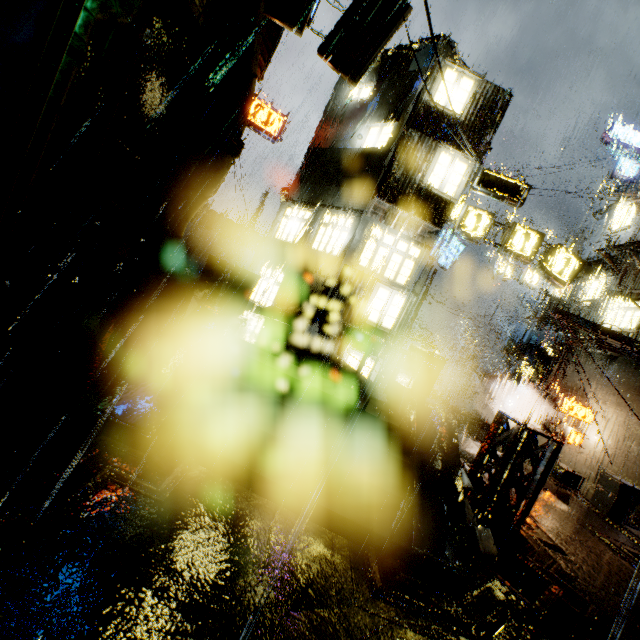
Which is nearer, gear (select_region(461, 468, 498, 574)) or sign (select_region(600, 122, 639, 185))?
gear (select_region(461, 468, 498, 574))

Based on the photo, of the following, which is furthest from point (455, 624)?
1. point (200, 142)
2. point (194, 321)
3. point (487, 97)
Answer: point (487, 97)

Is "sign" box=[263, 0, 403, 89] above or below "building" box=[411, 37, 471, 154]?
below

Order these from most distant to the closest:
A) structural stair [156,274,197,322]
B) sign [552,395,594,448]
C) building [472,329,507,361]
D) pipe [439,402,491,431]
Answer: building [472,329,507,361] < pipe [439,402,491,431] < sign [552,395,594,448] < structural stair [156,274,197,322]

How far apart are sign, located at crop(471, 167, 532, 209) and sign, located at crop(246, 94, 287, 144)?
12.6 meters

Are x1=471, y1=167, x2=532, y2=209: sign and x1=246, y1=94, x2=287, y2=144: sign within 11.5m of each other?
no

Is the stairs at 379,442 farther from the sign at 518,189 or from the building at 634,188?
the sign at 518,189

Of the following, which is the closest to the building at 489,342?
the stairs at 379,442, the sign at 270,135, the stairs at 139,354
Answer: the stairs at 139,354
